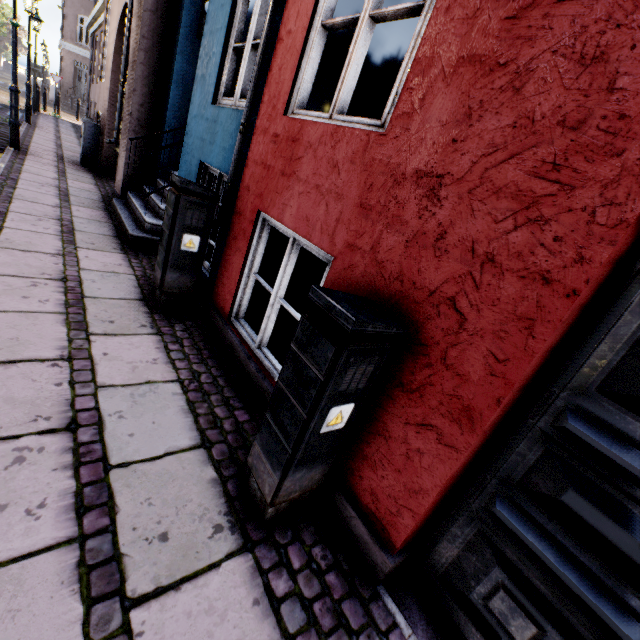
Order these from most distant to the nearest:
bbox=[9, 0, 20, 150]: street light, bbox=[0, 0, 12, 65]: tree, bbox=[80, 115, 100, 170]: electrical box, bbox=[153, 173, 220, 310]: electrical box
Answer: bbox=[0, 0, 12, 65]: tree
bbox=[80, 115, 100, 170]: electrical box
bbox=[9, 0, 20, 150]: street light
bbox=[153, 173, 220, 310]: electrical box

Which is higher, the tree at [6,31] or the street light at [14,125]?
the tree at [6,31]

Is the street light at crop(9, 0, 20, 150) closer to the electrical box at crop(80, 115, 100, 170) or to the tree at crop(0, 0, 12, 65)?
the tree at crop(0, 0, 12, 65)

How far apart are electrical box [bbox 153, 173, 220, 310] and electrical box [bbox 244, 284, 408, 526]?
2.1m

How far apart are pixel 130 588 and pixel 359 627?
1.0m

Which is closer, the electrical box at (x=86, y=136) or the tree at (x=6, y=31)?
the electrical box at (x=86, y=136)

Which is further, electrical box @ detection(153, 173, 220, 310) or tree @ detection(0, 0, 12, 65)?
tree @ detection(0, 0, 12, 65)

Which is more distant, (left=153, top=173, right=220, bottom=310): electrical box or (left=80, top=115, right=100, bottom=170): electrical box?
(left=80, top=115, right=100, bottom=170): electrical box
